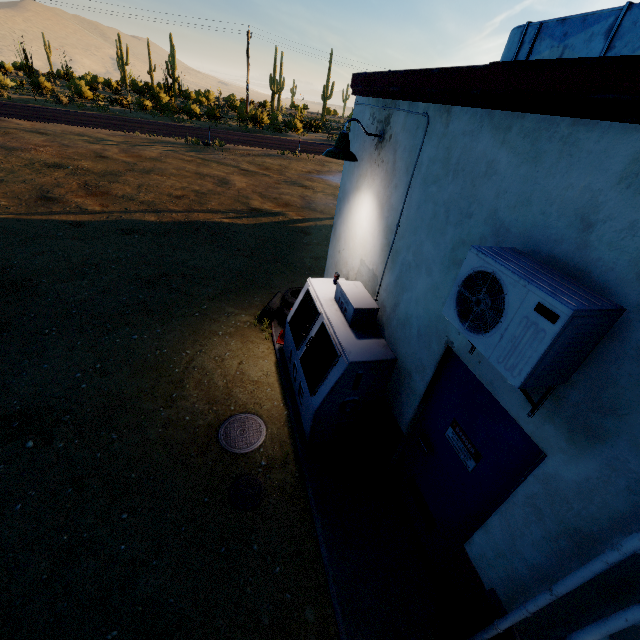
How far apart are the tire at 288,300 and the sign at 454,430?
3.66m

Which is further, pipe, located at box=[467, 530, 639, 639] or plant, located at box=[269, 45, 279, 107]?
plant, located at box=[269, 45, 279, 107]

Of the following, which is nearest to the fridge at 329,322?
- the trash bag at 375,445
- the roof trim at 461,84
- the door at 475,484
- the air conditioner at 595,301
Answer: the trash bag at 375,445

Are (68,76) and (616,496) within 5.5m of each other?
no

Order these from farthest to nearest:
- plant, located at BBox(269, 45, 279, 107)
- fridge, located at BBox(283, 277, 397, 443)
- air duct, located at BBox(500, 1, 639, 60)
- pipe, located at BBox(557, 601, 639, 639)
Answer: plant, located at BBox(269, 45, 279, 107), fridge, located at BBox(283, 277, 397, 443), air duct, located at BBox(500, 1, 639, 60), pipe, located at BBox(557, 601, 639, 639)

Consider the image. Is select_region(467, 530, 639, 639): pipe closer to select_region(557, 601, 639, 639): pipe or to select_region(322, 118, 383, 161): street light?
select_region(557, 601, 639, 639): pipe

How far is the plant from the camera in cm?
5584

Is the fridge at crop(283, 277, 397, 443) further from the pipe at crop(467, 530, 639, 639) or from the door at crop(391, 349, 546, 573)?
the pipe at crop(467, 530, 639, 639)
